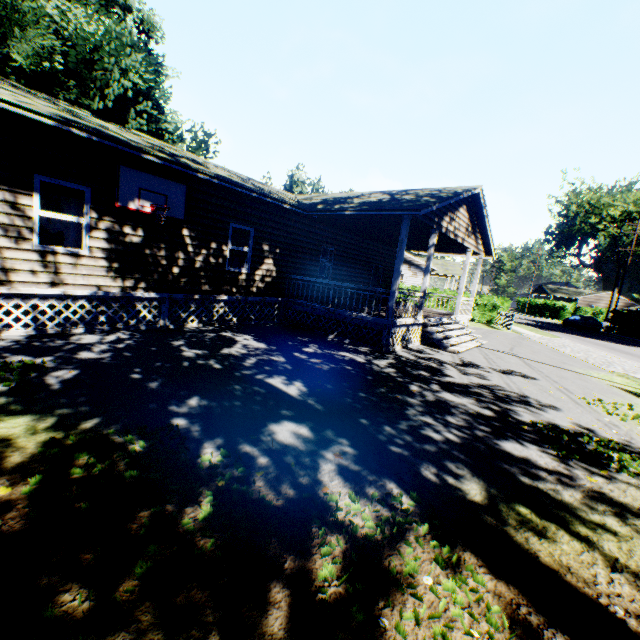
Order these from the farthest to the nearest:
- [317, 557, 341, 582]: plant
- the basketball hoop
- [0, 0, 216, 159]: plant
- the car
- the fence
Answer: the car → the fence → [0, 0, 216, 159]: plant → the basketball hoop → [317, 557, 341, 582]: plant

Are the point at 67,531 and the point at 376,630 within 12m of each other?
yes

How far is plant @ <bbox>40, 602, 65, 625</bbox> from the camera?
1.9m

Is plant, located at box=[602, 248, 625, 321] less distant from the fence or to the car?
the car

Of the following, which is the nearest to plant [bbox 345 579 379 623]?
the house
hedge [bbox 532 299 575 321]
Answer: the house

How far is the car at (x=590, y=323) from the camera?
34.6 meters

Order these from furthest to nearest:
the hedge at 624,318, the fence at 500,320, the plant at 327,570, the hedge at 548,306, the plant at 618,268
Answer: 1. the plant at 618,268
2. the hedge at 548,306
3. the hedge at 624,318
4. the fence at 500,320
5. the plant at 327,570

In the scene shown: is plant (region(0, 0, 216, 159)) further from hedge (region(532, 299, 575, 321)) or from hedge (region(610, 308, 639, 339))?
hedge (region(532, 299, 575, 321))
